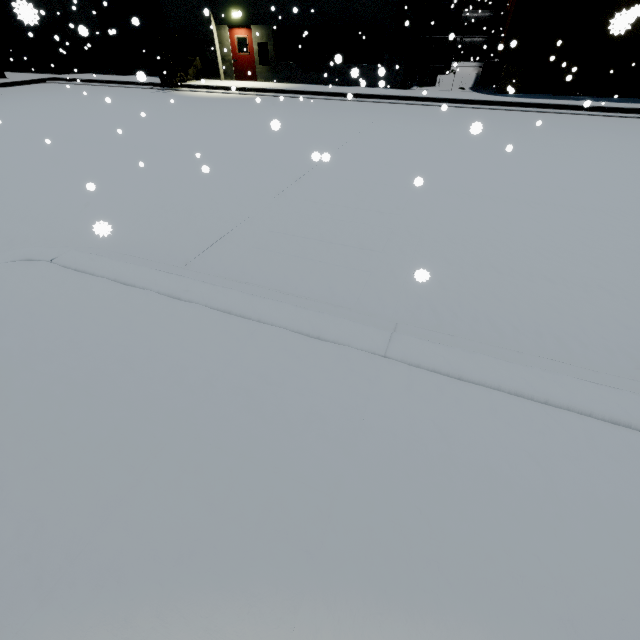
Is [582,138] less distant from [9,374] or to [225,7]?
[9,374]

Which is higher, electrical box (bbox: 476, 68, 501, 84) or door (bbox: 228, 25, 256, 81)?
electrical box (bbox: 476, 68, 501, 84)

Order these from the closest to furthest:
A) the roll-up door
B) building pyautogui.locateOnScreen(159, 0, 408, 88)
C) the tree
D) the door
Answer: the tree, building pyautogui.locateOnScreen(159, 0, 408, 88), the door, the roll-up door

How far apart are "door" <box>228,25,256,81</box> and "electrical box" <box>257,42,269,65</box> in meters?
0.4

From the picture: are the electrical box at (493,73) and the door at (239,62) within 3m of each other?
no

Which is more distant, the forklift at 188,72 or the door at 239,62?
the door at 239,62

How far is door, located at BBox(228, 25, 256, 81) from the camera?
17.3m

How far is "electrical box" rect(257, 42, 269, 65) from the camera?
17.2m
